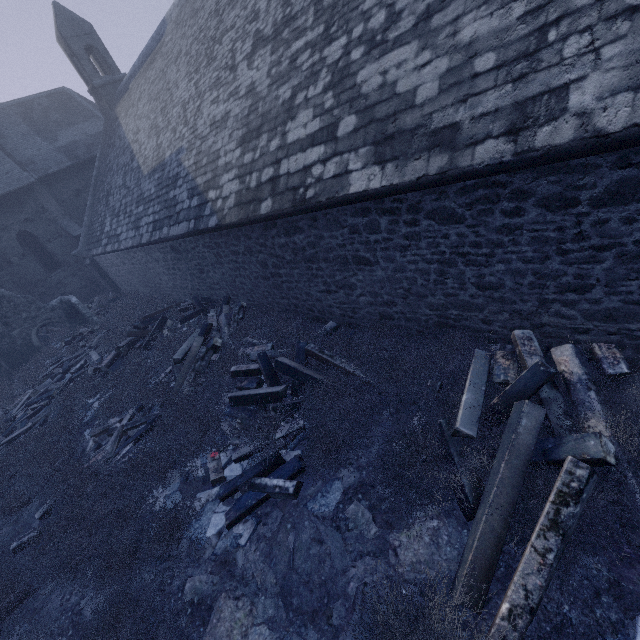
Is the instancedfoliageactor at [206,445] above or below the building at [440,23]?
below

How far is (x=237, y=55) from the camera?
7.57m

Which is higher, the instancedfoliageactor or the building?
the building
